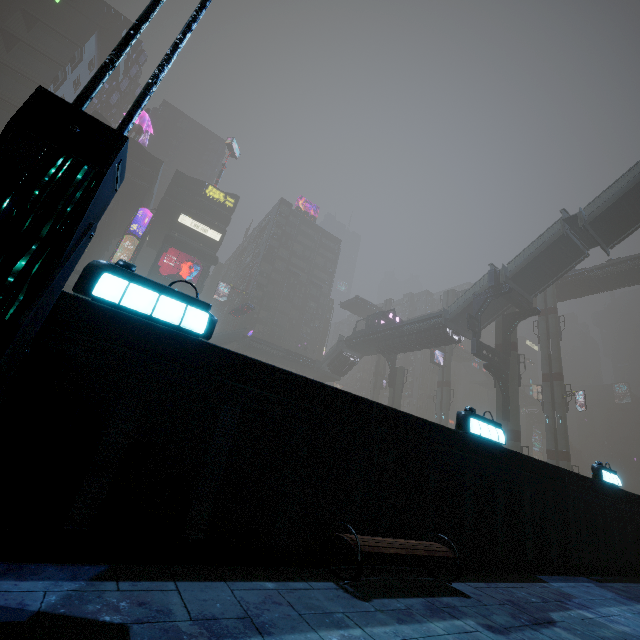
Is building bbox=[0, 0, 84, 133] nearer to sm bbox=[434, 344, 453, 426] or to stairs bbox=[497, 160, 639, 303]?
sm bbox=[434, 344, 453, 426]

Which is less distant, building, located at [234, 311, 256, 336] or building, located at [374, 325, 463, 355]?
building, located at [374, 325, 463, 355]

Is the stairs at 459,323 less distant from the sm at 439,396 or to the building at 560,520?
the sm at 439,396

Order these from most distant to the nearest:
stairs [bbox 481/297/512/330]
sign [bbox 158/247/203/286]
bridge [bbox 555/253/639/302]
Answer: sign [bbox 158/247/203/286]
bridge [bbox 555/253/639/302]
stairs [bbox 481/297/512/330]

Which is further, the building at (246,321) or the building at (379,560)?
the building at (246,321)

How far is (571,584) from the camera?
5.6 meters

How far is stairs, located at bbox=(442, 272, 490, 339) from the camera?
33.46m

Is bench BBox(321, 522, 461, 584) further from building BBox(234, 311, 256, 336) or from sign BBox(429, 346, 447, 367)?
sign BBox(429, 346, 447, 367)
